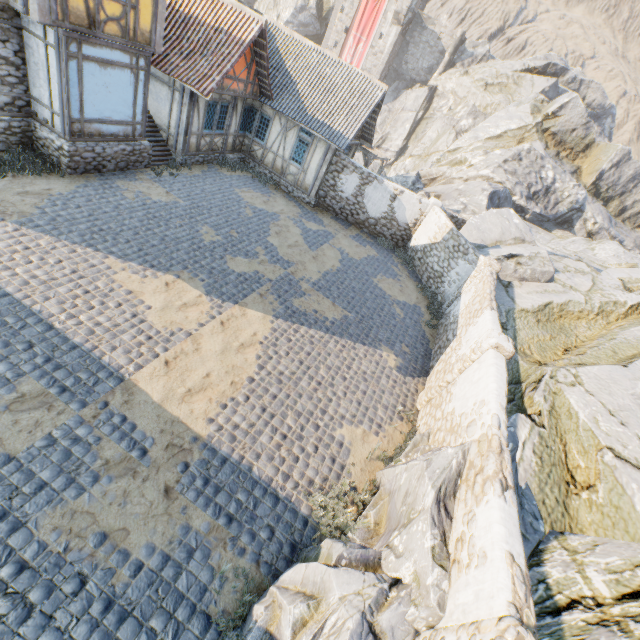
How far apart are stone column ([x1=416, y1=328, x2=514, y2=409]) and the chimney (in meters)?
46.32

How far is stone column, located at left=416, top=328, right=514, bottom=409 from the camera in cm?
798

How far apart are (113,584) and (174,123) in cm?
1601

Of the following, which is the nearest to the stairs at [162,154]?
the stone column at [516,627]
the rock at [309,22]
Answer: the rock at [309,22]

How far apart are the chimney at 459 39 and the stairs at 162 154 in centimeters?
4116cm

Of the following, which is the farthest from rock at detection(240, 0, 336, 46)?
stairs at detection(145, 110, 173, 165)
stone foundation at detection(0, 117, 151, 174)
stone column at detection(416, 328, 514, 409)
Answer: stone foundation at detection(0, 117, 151, 174)

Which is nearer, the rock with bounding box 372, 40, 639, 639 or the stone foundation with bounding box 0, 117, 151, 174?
the rock with bounding box 372, 40, 639, 639

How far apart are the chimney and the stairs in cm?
4116
